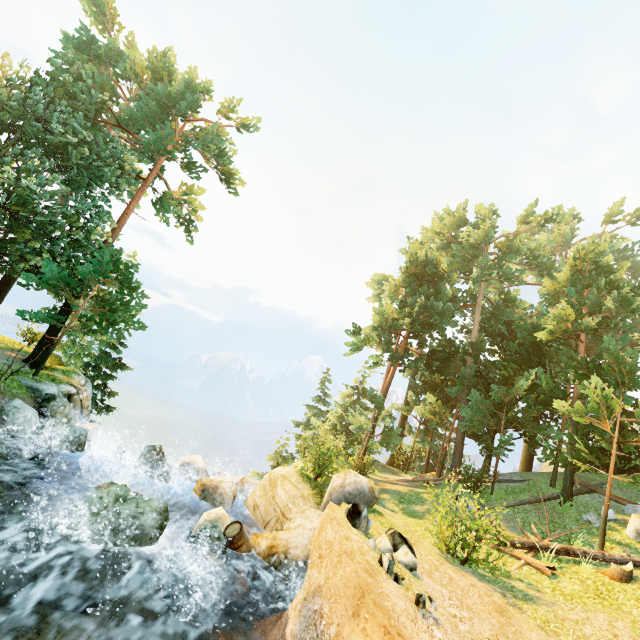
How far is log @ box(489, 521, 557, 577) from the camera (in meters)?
10.51

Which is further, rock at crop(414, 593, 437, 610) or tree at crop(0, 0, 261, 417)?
tree at crop(0, 0, 261, 417)

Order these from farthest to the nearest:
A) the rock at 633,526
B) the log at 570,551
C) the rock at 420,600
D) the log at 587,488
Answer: the log at 587,488, the rock at 633,526, the log at 570,551, the rock at 420,600

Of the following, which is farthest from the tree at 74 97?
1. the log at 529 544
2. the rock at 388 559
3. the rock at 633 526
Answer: the rock at 388 559

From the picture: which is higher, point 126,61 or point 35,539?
point 126,61

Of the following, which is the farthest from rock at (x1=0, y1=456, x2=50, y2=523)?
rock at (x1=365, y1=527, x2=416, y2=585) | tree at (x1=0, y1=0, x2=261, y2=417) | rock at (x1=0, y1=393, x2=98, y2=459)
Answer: tree at (x1=0, y1=0, x2=261, y2=417)

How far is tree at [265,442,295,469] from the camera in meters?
22.4

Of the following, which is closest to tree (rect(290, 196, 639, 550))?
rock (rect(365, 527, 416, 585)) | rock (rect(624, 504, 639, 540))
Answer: rock (rect(624, 504, 639, 540))
